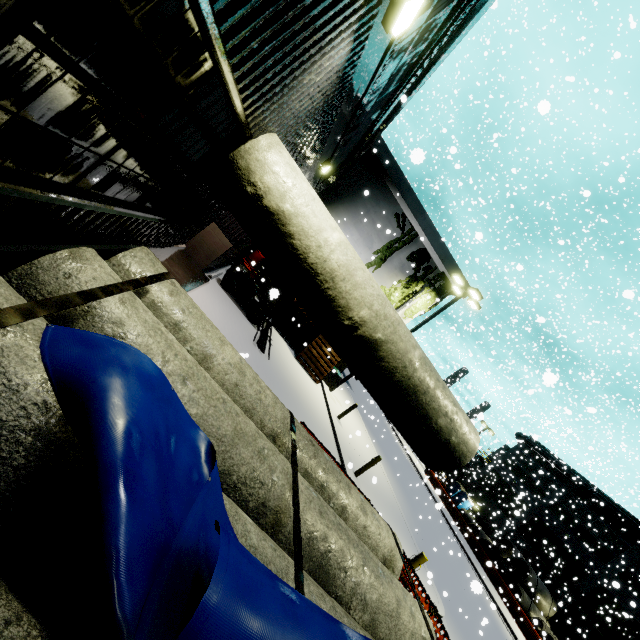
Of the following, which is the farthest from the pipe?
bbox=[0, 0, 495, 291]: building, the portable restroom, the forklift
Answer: the forklift

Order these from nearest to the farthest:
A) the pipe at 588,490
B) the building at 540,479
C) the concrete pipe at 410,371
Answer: the concrete pipe at 410,371 → the building at 540,479 → the pipe at 588,490

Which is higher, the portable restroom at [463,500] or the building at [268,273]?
the portable restroom at [463,500]

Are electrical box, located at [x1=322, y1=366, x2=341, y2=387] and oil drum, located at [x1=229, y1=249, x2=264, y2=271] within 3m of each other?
no

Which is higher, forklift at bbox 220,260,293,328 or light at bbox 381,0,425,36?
light at bbox 381,0,425,36

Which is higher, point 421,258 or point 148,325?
point 421,258

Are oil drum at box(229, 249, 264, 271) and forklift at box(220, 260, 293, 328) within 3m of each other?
yes

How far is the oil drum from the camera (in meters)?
15.28
